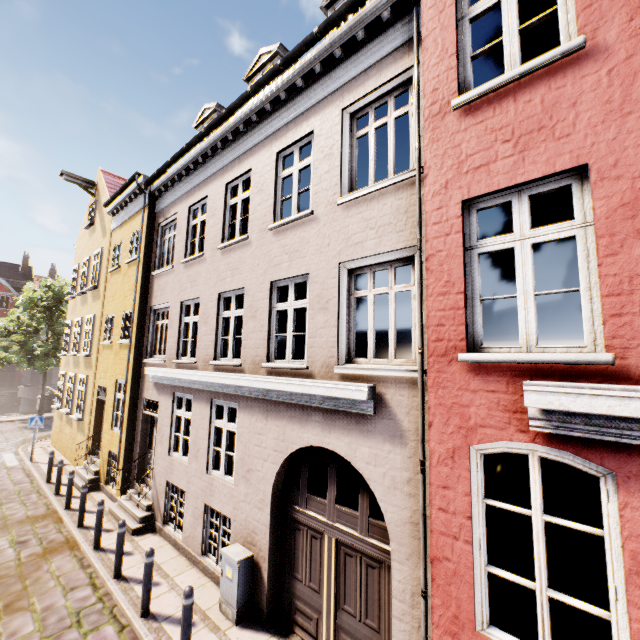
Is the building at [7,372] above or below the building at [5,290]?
below

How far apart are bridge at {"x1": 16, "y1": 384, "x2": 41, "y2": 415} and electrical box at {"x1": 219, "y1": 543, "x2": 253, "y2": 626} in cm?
4252

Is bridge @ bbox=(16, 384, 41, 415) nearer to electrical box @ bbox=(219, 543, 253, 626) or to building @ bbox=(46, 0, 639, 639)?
building @ bbox=(46, 0, 639, 639)

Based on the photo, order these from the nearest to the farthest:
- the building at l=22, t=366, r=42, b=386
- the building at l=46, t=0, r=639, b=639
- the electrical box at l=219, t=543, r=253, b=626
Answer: the building at l=46, t=0, r=639, b=639 < the electrical box at l=219, t=543, r=253, b=626 < the building at l=22, t=366, r=42, b=386

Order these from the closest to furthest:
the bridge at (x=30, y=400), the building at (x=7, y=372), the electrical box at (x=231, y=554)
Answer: the electrical box at (x=231, y=554), the bridge at (x=30, y=400), the building at (x=7, y=372)

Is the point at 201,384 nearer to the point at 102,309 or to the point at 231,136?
the point at 231,136

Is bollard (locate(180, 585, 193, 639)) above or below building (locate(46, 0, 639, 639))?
below

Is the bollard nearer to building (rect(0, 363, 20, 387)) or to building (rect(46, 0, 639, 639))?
building (rect(46, 0, 639, 639))
